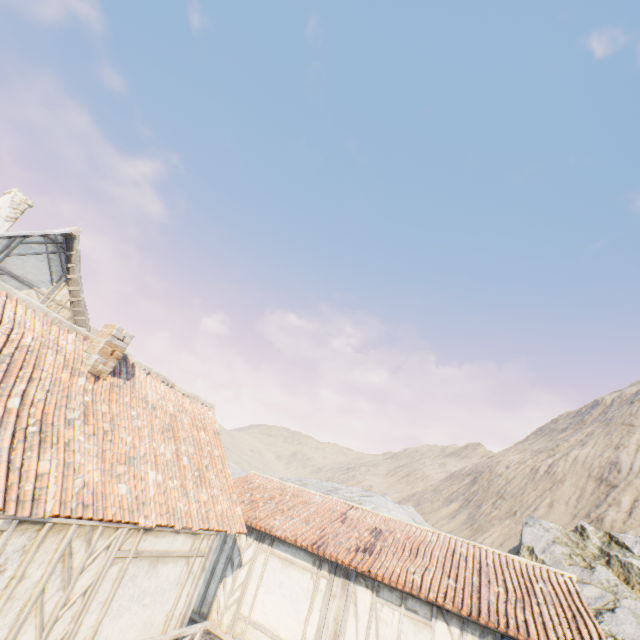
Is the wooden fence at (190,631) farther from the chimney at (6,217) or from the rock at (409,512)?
the chimney at (6,217)

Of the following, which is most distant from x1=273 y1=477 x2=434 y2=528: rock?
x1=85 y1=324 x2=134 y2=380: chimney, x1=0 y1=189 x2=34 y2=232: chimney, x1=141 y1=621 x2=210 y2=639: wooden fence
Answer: x1=0 y1=189 x2=34 y2=232: chimney

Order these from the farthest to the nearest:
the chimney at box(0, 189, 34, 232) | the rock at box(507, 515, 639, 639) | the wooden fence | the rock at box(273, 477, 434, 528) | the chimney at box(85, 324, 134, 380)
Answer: the rock at box(273, 477, 434, 528) < the chimney at box(0, 189, 34, 232) < the rock at box(507, 515, 639, 639) < the chimney at box(85, 324, 134, 380) < the wooden fence

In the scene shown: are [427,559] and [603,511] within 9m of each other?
no

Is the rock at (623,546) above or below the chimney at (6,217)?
below

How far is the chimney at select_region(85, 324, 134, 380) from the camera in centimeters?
719cm

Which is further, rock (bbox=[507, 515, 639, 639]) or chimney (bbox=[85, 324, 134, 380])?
rock (bbox=[507, 515, 639, 639])

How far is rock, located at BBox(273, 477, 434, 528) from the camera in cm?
2327
